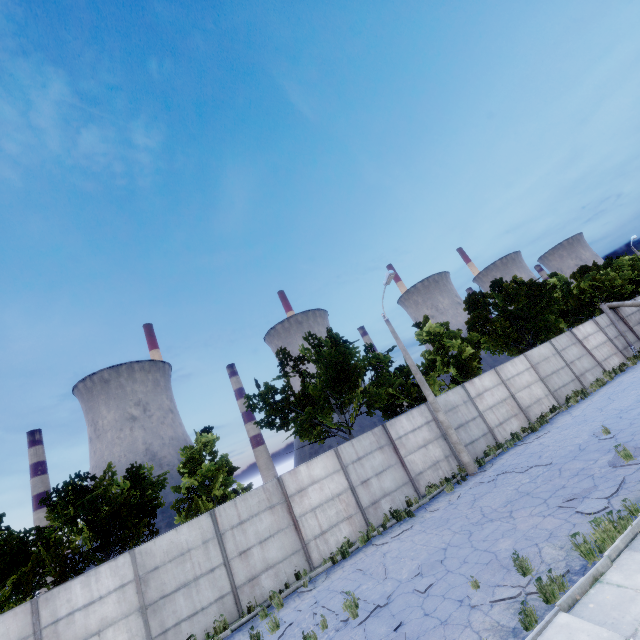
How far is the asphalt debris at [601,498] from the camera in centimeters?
771cm

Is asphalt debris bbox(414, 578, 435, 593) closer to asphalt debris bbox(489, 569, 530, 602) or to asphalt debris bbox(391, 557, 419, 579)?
asphalt debris bbox(391, 557, 419, 579)

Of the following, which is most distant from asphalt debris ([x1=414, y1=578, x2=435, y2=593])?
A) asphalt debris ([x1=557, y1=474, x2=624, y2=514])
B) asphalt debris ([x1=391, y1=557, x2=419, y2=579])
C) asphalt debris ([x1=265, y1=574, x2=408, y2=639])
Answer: asphalt debris ([x1=557, y1=474, x2=624, y2=514])

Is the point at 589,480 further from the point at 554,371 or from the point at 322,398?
the point at 554,371

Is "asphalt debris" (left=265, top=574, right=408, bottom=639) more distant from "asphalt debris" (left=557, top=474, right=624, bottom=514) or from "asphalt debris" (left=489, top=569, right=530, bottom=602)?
"asphalt debris" (left=557, top=474, right=624, bottom=514)

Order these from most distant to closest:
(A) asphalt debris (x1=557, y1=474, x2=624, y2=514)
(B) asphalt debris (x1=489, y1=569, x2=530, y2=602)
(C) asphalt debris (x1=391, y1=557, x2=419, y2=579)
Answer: (C) asphalt debris (x1=391, y1=557, x2=419, y2=579)
(A) asphalt debris (x1=557, y1=474, x2=624, y2=514)
(B) asphalt debris (x1=489, y1=569, x2=530, y2=602)

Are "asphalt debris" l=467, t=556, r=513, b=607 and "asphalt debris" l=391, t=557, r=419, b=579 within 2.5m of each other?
yes

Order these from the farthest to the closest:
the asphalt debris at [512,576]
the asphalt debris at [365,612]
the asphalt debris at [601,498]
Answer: the asphalt debris at [601,498] → the asphalt debris at [365,612] → the asphalt debris at [512,576]
